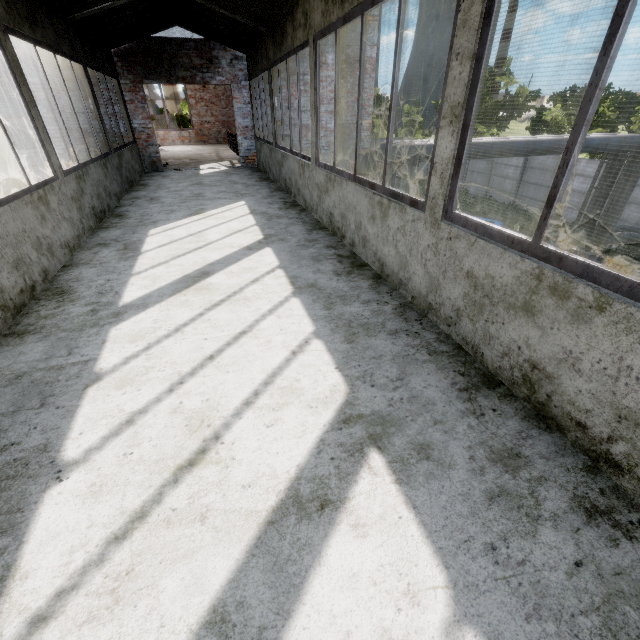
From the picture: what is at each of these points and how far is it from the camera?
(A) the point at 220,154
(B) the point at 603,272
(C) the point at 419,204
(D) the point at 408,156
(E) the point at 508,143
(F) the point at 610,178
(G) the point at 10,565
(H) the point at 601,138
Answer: (A) elevated walkway, 13.9 meters
(B) window, 1.4 meters
(C) window, 2.7 meters
(D) pipe, 9.9 meters
(E) pipe, 10.7 meters
(F) pipe, 14.1 meters
(G) building, 1.3 meters
(H) pipe, 11.8 meters

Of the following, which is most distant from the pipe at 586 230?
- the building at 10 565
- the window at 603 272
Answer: the window at 603 272

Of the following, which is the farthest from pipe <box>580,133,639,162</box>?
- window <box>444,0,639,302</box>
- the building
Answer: window <box>444,0,639,302</box>

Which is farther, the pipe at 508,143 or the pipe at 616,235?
the pipe at 616,235

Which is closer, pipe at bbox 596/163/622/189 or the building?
the building

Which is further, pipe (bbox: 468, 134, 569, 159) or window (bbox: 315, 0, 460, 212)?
pipe (bbox: 468, 134, 569, 159)

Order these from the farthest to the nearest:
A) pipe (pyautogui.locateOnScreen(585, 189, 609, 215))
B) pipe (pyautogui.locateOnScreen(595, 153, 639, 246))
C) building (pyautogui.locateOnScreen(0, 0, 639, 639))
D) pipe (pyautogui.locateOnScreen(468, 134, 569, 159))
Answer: pipe (pyautogui.locateOnScreen(585, 189, 609, 215))
pipe (pyautogui.locateOnScreen(595, 153, 639, 246))
pipe (pyautogui.locateOnScreen(468, 134, 569, 159))
building (pyautogui.locateOnScreen(0, 0, 639, 639))
